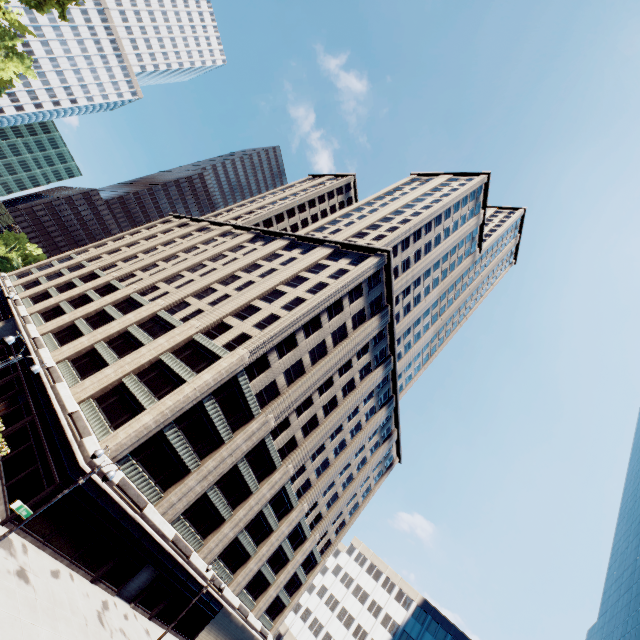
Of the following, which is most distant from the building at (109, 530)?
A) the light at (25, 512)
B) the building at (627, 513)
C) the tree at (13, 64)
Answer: the building at (627, 513)

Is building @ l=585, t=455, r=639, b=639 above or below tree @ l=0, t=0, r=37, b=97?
above

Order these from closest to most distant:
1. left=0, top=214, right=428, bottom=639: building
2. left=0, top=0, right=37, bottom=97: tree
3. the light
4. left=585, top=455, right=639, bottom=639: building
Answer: the light < left=0, top=214, right=428, bottom=639: building < left=0, top=0, right=37, bottom=97: tree < left=585, top=455, right=639, bottom=639: building

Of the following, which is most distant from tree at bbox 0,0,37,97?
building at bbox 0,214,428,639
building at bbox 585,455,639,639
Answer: building at bbox 585,455,639,639

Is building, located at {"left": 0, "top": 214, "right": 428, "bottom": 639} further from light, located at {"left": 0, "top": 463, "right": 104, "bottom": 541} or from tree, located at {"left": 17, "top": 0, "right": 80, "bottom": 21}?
light, located at {"left": 0, "top": 463, "right": 104, "bottom": 541}

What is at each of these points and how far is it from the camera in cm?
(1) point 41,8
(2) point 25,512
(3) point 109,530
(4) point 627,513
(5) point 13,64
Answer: (1) tree, 2708
(2) light, 1360
(3) building, 2567
(4) building, 5378
(5) tree, 4294

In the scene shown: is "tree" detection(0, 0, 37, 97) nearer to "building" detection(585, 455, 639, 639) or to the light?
the light
